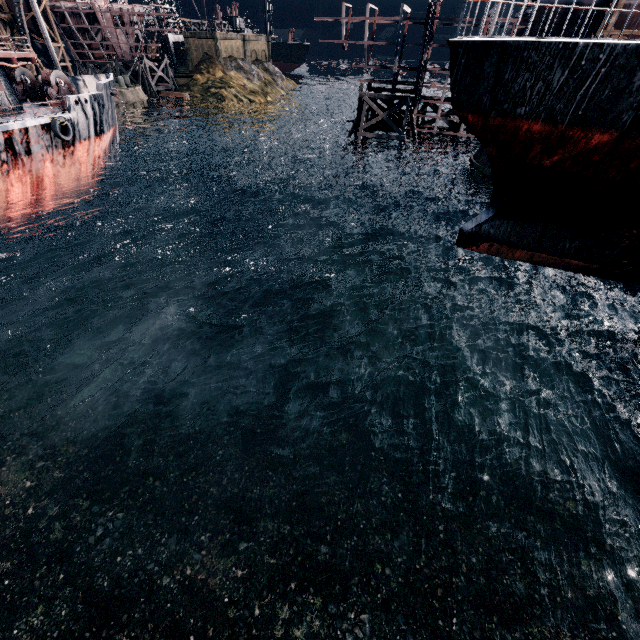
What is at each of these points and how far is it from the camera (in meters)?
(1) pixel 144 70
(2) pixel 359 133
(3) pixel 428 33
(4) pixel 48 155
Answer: (1) wooden support structure, 53.59
(2) wooden support structure, 34.41
(3) ship construction, 29.53
(4) ship, 24.77

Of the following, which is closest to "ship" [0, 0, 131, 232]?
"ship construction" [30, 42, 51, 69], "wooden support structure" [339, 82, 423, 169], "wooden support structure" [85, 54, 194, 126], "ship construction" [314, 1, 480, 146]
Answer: "ship construction" [314, 1, 480, 146]

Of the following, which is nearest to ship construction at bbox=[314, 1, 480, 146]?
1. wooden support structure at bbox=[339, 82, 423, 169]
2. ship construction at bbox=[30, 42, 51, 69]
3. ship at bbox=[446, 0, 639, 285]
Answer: wooden support structure at bbox=[339, 82, 423, 169]

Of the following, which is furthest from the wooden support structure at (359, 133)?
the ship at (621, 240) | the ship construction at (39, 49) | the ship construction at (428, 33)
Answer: the ship construction at (39, 49)

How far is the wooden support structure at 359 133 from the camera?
33.1 meters

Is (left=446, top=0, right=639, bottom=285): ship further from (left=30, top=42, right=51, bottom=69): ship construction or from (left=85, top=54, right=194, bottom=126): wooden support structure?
(left=30, top=42, right=51, bottom=69): ship construction

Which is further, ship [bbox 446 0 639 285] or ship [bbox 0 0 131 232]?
ship [bbox 0 0 131 232]

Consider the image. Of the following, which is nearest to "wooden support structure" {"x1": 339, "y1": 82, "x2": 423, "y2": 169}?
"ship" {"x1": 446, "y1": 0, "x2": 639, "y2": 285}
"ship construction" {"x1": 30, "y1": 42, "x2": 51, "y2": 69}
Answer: "ship" {"x1": 446, "y1": 0, "x2": 639, "y2": 285}
